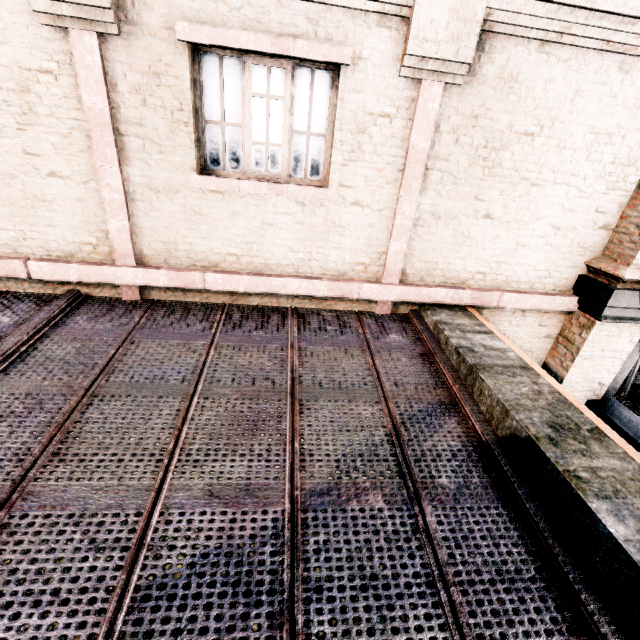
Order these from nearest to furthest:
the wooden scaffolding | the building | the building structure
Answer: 1. the building
2. the building structure
3. the wooden scaffolding

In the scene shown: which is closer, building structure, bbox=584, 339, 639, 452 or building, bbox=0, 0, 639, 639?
building, bbox=0, 0, 639, 639

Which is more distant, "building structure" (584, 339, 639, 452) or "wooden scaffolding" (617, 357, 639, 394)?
"wooden scaffolding" (617, 357, 639, 394)

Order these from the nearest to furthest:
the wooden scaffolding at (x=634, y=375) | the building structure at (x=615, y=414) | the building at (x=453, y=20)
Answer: the building at (x=453, y=20), the building structure at (x=615, y=414), the wooden scaffolding at (x=634, y=375)

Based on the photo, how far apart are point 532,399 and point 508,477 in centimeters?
104cm

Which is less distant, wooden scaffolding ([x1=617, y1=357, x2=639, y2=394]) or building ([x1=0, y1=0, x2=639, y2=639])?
building ([x1=0, y1=0, x2=639, y2=639])

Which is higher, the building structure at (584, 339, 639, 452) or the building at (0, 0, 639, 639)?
the building at (0, 0, 639, 639)

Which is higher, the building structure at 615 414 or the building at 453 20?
the building at 453 20
